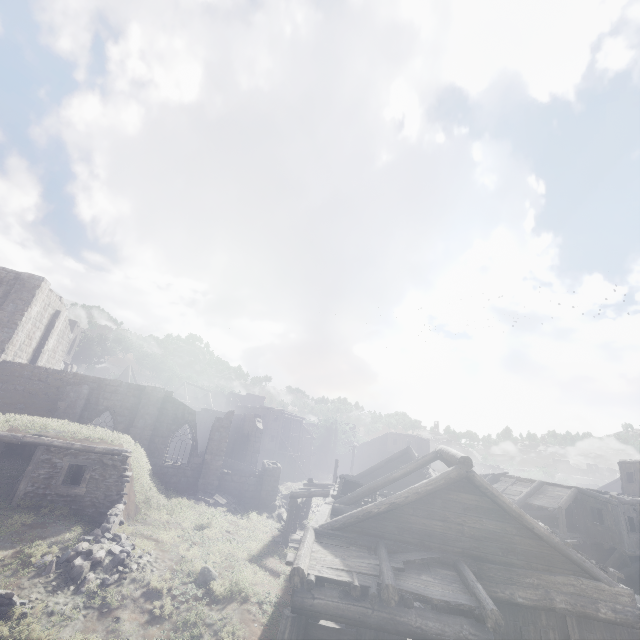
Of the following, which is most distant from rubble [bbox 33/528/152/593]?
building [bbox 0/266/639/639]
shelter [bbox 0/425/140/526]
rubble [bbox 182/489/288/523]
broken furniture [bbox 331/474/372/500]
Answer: rubble [bbox 182/489/288/523]

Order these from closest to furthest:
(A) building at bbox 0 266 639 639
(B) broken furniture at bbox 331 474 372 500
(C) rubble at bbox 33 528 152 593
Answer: (A) building at bbox 0 266 639 639 → (C) rubble at bbox 33 528 152 593 → (B) broken furniture at bbox 331 474 372 500

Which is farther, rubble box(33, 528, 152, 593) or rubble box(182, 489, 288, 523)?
rubble box(182, 489, 288, 523)

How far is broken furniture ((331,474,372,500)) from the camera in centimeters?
1543cm

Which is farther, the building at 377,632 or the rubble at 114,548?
the rubble at 114,548

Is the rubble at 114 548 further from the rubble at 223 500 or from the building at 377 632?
the rubble at 223 500

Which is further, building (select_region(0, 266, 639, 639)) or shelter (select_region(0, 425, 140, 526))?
shelter (select_region(0, 425, 140, 526))

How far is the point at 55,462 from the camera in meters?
14.2
